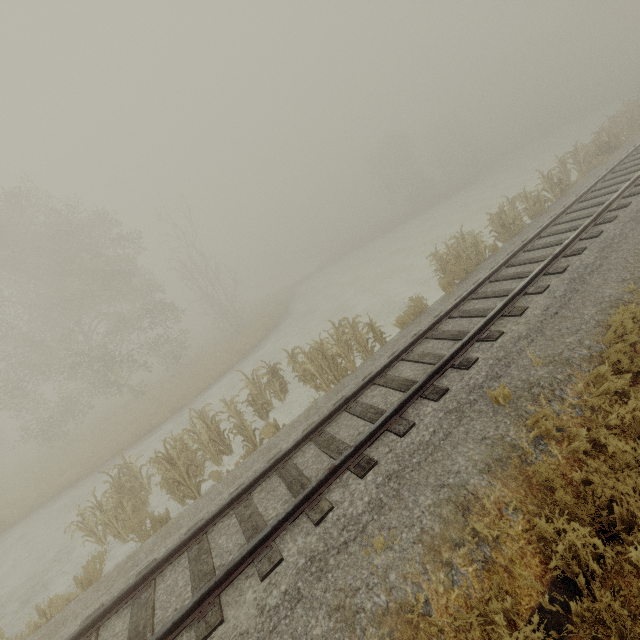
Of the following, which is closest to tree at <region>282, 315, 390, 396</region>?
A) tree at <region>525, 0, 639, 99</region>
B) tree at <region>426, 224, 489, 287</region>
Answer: tree at <region>426, 224, 489, 287</region>

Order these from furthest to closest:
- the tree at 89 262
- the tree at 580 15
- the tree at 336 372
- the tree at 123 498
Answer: the tree at 580 15 → the tree at 89 262 → the tree at 336 372 → the tree at 123 498

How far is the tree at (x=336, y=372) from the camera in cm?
996

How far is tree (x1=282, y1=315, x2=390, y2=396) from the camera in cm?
996

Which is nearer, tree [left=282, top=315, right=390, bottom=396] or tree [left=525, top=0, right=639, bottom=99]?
tree [left=282, top=315, right=390, bottom=396]

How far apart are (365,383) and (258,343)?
16.6 meters

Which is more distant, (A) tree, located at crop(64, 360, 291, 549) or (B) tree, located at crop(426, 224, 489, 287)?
(B) tree, located at crop(426, 224, 489, 287)

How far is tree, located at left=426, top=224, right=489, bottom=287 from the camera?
11.8 meters
